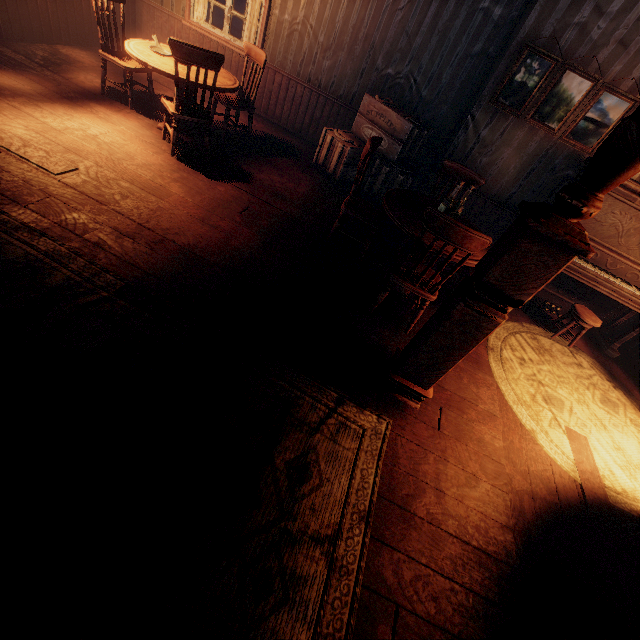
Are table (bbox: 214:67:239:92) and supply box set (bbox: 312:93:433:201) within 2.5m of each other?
yes

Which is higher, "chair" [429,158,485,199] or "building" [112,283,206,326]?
"chair" [429,158,485,199]

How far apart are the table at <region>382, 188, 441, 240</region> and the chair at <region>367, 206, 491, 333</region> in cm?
23

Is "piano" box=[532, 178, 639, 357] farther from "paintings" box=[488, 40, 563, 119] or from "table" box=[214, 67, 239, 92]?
"table" box=[214, 67, 239, 92]

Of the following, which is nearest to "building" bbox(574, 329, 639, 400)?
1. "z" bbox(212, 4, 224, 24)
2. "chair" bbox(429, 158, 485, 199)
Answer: "z" bbox(212, 4, 224, 24)

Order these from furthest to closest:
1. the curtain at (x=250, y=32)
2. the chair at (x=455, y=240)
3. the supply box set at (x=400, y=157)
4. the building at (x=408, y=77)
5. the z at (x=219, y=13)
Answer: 1. the z at (x=219, y=13)
2. the curtain at (x=250, y=32)
3. the supply box set at (x=400, y=157)
4. the chair at (x=455, y=240)
5. the building at (x=408, y=77)

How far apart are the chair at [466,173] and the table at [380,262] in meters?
0.4 m

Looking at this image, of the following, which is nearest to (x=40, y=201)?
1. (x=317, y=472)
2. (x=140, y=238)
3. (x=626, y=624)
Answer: (x=140, y=238)
